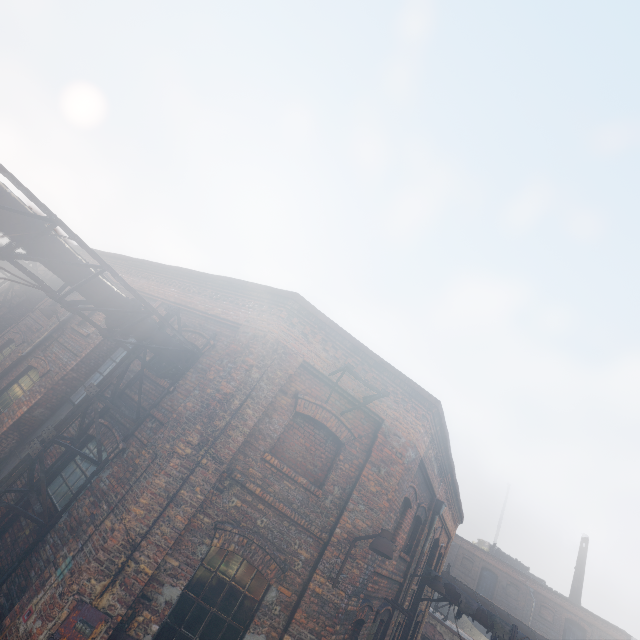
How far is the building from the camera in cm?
3991

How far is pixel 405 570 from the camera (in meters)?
9.50

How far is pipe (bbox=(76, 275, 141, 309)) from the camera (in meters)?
5.90

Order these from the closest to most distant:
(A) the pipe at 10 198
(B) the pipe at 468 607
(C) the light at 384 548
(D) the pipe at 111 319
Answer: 1. (A) the pipe at 10 198
2. (C) the light at 384 548
3. (D) the pipe at 111 319
4. (B) the pipe at 468 607

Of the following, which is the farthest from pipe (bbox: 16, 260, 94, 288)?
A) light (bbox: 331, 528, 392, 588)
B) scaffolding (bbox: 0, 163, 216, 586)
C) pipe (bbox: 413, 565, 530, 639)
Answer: pipe (bbox: 413, 565, 530, 639)

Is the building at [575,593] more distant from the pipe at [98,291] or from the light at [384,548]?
the pipe at [98,291]

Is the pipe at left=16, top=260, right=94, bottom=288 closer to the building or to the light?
the light
